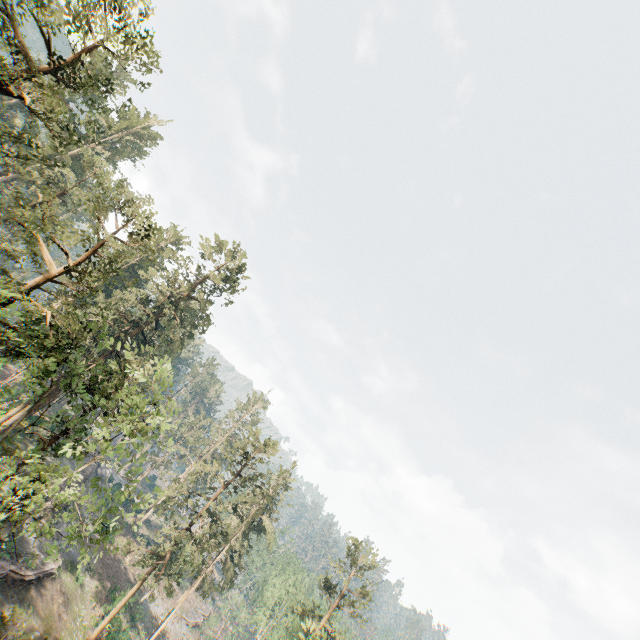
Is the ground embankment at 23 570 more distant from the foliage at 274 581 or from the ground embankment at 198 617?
the ground embankment at 198 617

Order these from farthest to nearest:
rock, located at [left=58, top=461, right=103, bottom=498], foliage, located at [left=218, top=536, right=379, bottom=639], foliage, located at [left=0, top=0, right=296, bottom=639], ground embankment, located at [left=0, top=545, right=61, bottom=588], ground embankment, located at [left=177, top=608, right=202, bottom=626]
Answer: ground embankment, located at [left=177, top=608, right=202, bottom=626]
rock, located at [left=58, top=461, right=103, bottom=498]
foliage, located at [left=218, top=536, right=379, bottom=639]
ground embankment, located at [left=0, top=545, right=61, bottom=588]
foliage, located at [left=0, top=0, right=296, bottom=639]

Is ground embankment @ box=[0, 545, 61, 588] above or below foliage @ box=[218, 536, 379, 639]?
below

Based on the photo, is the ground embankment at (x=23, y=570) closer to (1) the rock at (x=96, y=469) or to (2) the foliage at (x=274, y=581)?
(1) the rock at (x=96, y=469)

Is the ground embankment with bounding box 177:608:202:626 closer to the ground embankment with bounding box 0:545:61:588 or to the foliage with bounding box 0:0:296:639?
the foliage with bounding box 0:0:296:639

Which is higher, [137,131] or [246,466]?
[137,131]

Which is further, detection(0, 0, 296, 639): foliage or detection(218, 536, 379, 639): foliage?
detection(218, 536, 379, 639): foliage

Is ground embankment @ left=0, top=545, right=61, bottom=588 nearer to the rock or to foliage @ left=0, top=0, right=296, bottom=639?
the rock
